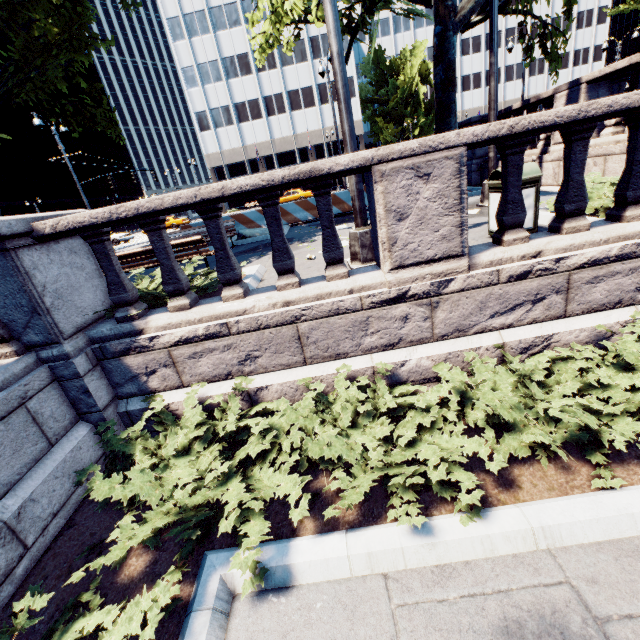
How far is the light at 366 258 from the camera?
4.9 meters

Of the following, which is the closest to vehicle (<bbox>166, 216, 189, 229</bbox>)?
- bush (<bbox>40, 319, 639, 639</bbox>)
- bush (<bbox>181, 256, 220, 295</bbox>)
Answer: bush (<bbox>181, 256, 220, 295</bbox>)

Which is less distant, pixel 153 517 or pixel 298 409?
pixel 153 517

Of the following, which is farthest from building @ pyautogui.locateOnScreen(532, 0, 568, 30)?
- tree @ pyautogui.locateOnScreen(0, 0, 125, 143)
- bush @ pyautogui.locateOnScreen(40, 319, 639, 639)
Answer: bush @ pyautogui.locateOnScreen(40, 319, 639, 639)

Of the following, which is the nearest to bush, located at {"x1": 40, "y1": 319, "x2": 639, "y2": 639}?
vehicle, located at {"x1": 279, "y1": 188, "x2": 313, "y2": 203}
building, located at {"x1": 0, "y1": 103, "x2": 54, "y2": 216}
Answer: vehicle, located at {"x1": 279, "y1": 188, "x2": 313, "y2": 203}

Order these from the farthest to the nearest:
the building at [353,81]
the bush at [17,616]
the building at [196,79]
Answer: the building at [353,81], the building at [196,79], the bush at [17,616]

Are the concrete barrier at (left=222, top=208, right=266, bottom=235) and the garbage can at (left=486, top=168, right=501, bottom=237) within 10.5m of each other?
yes

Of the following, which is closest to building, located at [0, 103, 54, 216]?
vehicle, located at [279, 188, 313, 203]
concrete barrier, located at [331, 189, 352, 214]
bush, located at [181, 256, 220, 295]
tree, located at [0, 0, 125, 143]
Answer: vehicle, located at [279, 188, 313, 203]
